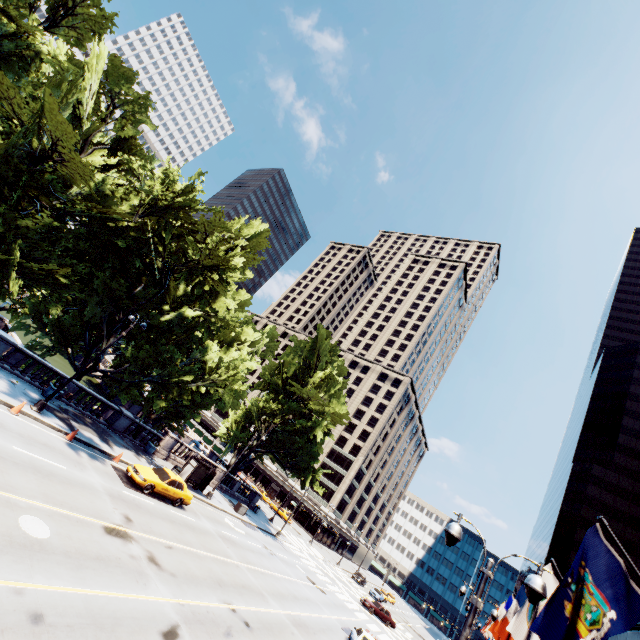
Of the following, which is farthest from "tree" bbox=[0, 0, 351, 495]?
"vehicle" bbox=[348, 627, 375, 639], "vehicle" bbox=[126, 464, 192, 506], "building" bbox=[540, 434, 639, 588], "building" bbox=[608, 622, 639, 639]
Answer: "building" bbox=[540, 434, 639, 588]

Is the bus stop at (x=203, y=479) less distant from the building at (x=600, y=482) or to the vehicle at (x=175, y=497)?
the vehicle at (x=175, y=497)

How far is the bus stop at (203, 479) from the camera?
27.4m

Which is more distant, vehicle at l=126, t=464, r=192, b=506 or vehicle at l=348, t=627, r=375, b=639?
vehicle at l=348, t=627, r=375, b=639

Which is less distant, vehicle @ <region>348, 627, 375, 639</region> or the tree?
the tree

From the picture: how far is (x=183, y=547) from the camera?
16.77m

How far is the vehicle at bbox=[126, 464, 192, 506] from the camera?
19.31m

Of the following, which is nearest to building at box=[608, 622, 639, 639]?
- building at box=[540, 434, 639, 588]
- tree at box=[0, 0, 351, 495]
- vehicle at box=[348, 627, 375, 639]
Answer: vehicle at box=[348, 627, 375, 639]
